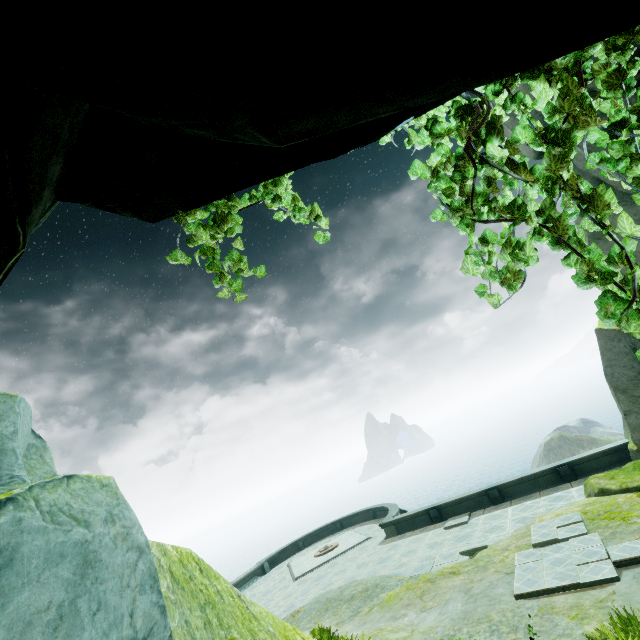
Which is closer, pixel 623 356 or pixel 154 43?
pixel 154 43

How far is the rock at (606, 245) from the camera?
14.38m

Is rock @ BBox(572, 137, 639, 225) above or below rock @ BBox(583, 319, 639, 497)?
above

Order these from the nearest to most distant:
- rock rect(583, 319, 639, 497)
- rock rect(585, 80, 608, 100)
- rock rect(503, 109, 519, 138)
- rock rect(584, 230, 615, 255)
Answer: rock rect(585, 80, 608, 100)
rock rect(583, 319, 639, 497)
rock rect(584, 230, 615, 255)
rock rect(503, 109, 519, 138)

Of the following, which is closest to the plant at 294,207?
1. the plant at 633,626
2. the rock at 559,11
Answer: the rock at 559,11

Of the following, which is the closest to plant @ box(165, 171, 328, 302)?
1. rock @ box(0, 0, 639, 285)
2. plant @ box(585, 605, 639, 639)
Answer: rock @ box(0, 0, 639, 285)

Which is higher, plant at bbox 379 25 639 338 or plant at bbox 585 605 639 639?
plant at bbox 379 25 639 338
